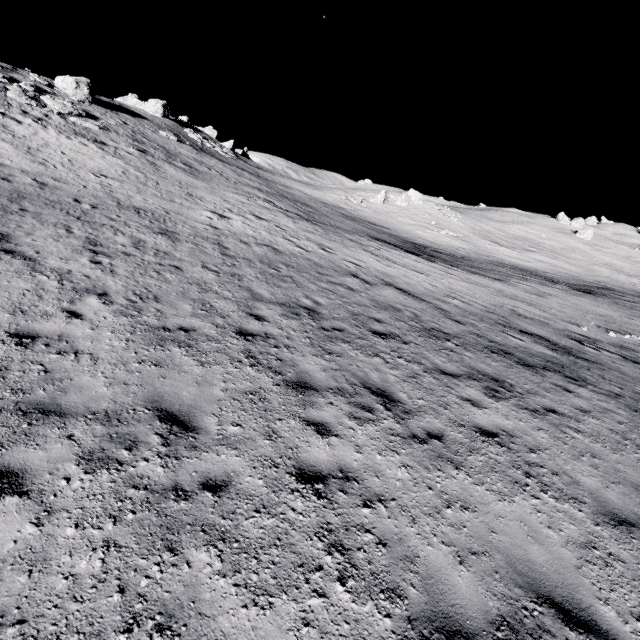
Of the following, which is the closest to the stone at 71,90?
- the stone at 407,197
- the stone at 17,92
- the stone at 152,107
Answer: the stone at 17,92

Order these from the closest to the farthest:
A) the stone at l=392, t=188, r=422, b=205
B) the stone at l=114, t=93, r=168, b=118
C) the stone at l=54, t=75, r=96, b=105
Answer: the stone at l=54, t=75, r=96, b=105 < the stone at l=114, t=93, r=168, b=118 < the stone at l=392, t=188, r=422, b=205

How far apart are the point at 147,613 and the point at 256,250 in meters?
13.1

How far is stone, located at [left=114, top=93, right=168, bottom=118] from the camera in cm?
4894

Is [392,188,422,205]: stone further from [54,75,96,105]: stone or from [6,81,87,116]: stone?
[6,81,87,116]: stone

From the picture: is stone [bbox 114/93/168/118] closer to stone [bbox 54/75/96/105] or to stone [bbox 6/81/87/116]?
stone [bbox 54/75/96/105]

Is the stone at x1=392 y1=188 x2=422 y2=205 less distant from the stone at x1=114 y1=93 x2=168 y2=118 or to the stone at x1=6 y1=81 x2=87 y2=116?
the stone at x1=114 y1=93 x2=168 y2=118

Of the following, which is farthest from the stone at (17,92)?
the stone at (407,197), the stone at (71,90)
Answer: the stone at (407,197)
